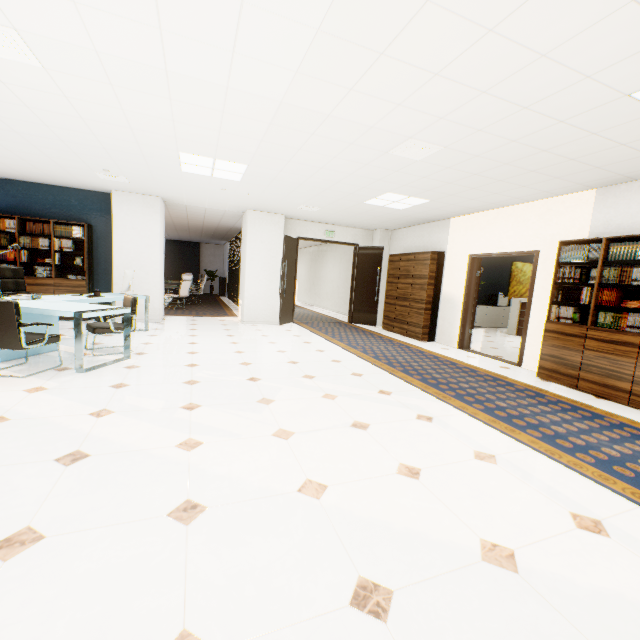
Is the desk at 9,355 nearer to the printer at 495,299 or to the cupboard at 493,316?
the cupboard at 493,316

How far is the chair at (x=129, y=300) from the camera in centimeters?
493cm

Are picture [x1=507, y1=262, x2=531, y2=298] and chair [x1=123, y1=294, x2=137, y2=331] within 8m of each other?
no

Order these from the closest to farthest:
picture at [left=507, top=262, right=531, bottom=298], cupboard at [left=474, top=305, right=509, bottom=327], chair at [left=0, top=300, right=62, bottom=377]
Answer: chair at [left=0, top=300, right=62, bottom=377]
cupboard at [left=474, top=305, right=509, bottom=327]
picture at [left=507, top=262, right=531, bottom=298]

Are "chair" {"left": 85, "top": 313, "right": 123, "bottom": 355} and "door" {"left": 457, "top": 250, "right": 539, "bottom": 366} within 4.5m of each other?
no

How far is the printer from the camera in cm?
1188

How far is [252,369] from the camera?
4.6 meters

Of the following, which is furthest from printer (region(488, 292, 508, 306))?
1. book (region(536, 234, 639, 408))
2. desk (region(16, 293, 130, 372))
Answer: desk (region(16, 293, 130, 372))
